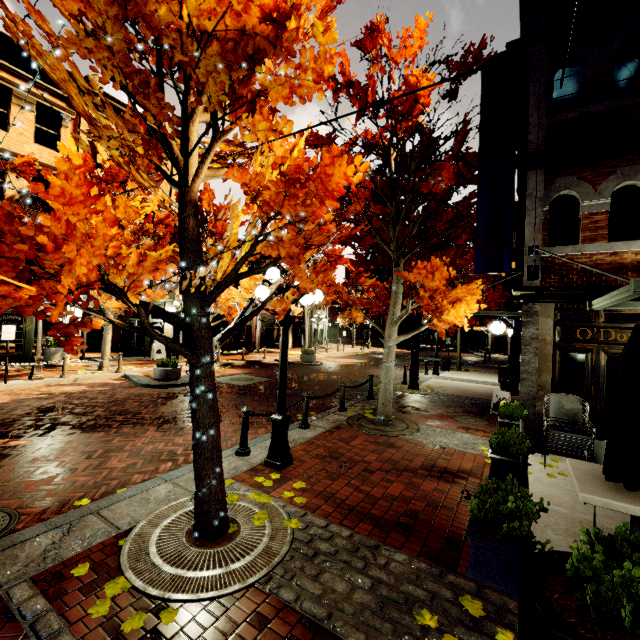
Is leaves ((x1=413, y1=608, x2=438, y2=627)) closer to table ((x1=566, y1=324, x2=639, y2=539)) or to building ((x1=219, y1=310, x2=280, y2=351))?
table ((x1=566, y1=324, x2=639, y2=539))

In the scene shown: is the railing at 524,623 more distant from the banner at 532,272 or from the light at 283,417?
the banner at 532,272

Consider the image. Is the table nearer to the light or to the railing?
the railing

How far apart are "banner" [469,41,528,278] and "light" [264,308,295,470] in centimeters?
403cm

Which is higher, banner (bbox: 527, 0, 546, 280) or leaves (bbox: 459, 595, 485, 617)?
banner (bbox: 527, 0, 546, 280)

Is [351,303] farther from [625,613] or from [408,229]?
[625,613]

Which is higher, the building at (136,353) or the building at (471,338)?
the building at (471,338)

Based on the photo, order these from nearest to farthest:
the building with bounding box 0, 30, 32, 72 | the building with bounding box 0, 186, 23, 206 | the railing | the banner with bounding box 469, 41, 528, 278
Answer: the railing, the banner with bounding box 469, 41, 528, 278, the building with bounding box 0, 30, 32, 72, the building with bounding box 0, 186, 23, 206
